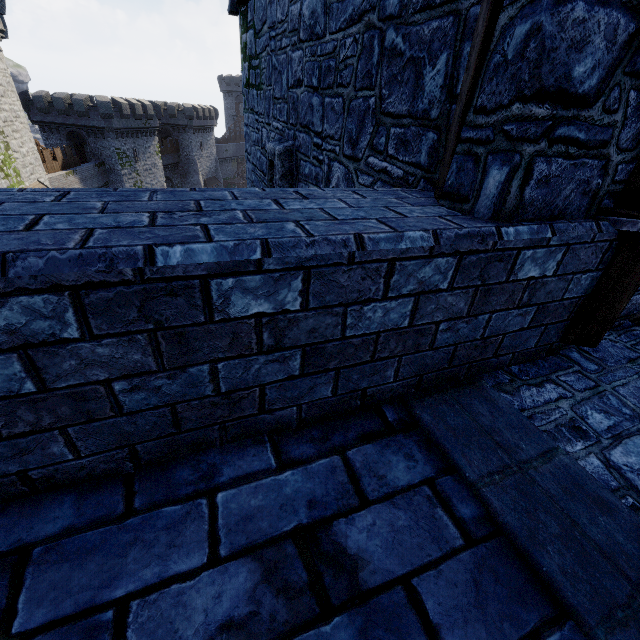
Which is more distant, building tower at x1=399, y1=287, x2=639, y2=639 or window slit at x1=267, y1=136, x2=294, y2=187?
window slit at x1=267, y1=136, x2=294, y2=187

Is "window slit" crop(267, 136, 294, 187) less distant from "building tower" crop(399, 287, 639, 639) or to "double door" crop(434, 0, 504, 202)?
"building tower" crop(399, 287, 639, 639)

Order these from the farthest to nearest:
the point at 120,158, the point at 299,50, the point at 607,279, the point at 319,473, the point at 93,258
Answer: the point at 120,158 < the point at 299,50 < the point at 607,279 < the point at 319,473 < the point at 93,258

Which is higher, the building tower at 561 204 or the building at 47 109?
the building tower at 561 204

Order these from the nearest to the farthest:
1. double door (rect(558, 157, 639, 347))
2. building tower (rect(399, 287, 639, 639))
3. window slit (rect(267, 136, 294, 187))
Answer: building tower (rect(399, 287, 639, 639)) < double door (rect(558, 157, 639, 347)) < window slit (rect(267, 136, 294, 187))

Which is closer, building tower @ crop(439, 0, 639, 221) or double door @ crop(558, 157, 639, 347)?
building tower @ crop(439, 0, 639, 221)

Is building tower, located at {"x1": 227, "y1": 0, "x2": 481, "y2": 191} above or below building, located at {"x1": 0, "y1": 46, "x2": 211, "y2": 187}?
above

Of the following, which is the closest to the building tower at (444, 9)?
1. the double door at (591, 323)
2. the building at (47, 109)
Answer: the double door at (591, 323)
